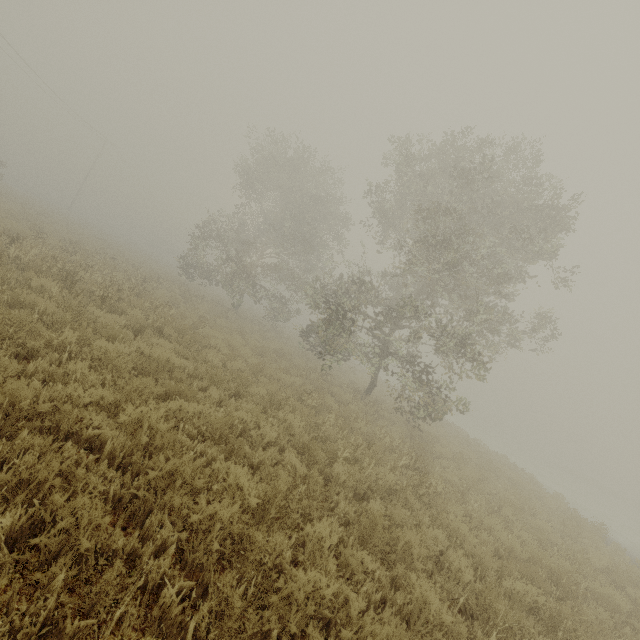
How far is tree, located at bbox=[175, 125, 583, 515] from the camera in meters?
11.4

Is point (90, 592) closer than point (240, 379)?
Yes

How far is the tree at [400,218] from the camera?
11.4 meters
